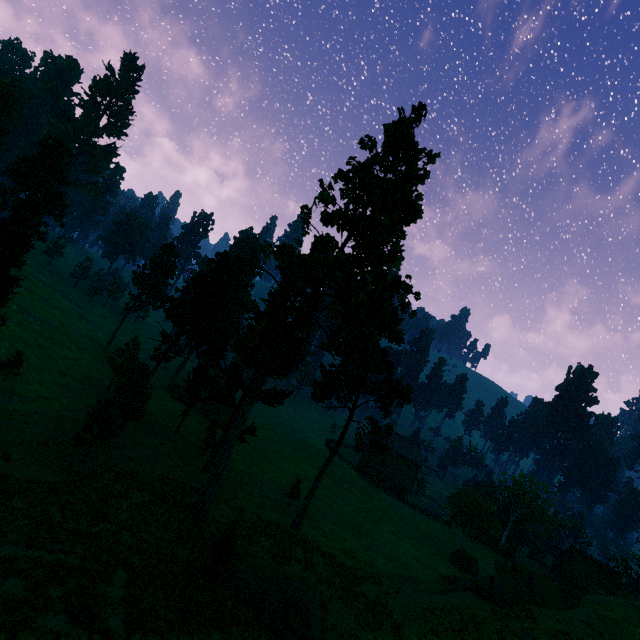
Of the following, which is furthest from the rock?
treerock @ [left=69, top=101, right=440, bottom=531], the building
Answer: the building

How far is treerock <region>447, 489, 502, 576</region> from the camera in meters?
43.8

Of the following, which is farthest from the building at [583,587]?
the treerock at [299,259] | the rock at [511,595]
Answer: the rock at [511,595]

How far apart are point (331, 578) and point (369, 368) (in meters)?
18.55

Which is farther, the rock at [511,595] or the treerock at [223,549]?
the rock at [511,595]

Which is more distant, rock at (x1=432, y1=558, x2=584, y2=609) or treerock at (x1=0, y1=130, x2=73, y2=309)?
treerock at (x1=0, y1=130, x2=73, y2=309)

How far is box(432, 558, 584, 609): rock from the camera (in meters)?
25.09
